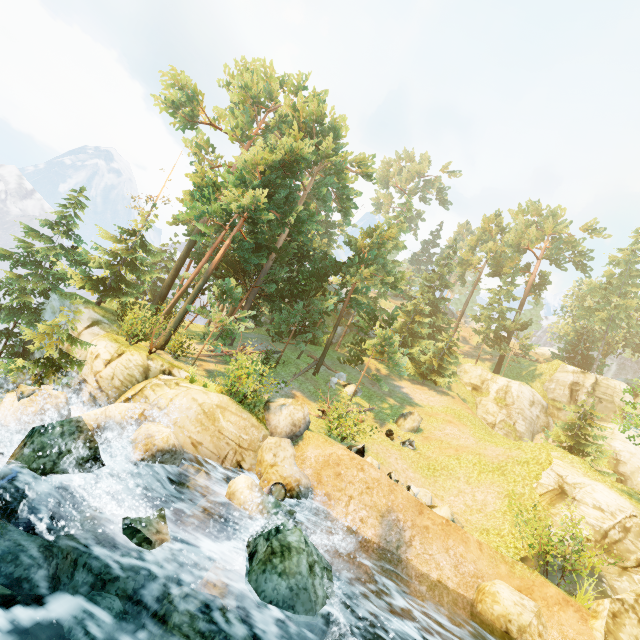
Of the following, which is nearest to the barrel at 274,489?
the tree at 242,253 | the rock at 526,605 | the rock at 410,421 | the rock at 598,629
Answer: the rock at 526,605

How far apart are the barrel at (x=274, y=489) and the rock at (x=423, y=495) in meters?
7.4

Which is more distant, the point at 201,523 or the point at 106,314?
the point at 106,314

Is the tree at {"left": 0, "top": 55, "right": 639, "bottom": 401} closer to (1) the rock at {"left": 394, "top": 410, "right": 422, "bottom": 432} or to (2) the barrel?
(1) the rock at {"left": 394, "top": 410, "right": 422, "bottom": 432}

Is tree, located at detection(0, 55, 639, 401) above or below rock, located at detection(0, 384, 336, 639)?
above

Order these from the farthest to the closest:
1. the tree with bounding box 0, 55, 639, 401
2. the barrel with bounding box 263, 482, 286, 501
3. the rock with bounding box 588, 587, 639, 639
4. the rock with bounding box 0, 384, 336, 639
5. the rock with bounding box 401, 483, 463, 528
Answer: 1. the tree with bounding box 0, 55, 639, 401
2. the rock with bounding box 401, 483, 463, 528
3. the barrel with bounding box 263, 482, 286, 501
4. the rock with bounding box 588, 587, 639, 639
5. the rock with bounding box 0, 384, 336, 639

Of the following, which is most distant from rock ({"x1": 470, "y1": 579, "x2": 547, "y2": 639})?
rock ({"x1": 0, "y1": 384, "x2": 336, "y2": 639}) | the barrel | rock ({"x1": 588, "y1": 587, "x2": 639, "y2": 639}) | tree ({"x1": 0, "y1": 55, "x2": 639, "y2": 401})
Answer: tree ({"x1": 0, "y1": 55, "x2": 639, "y2": 401})

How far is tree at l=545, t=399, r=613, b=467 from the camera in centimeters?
2355cm
